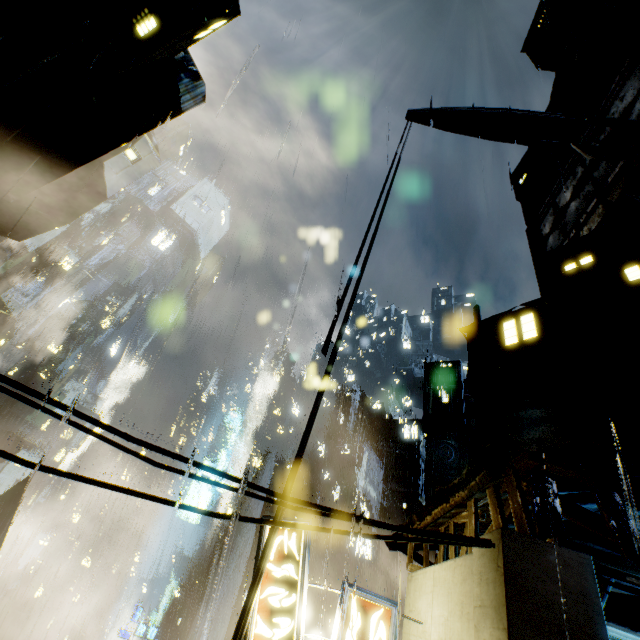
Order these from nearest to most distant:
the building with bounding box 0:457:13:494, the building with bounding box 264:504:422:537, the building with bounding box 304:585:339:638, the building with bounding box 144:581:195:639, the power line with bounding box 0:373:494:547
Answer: the power line with bounding box 0:373:494:547 < the building with bounding box 264:504:422:537 < the building with bounding box 304:585:339:638 < the building with bounding box 144:581:195:639 < the building with bounding box 0:457:13:494

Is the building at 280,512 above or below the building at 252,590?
above

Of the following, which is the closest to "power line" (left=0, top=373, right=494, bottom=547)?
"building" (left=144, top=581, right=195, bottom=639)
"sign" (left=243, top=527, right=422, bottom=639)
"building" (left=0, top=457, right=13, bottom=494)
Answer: "sign" (left=243, top=527, right=422, bottom=639)

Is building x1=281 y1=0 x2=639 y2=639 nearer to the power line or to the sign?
the power line

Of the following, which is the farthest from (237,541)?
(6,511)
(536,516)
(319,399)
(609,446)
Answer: (536,516)

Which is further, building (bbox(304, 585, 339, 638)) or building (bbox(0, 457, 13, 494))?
building (bbox(0, 457, 13, 494))

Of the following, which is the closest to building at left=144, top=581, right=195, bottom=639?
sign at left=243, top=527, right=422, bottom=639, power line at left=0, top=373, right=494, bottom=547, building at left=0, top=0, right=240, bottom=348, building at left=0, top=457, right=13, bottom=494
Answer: building at left=0, top=0, right=240, bottom=348

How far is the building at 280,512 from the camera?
5.4m
